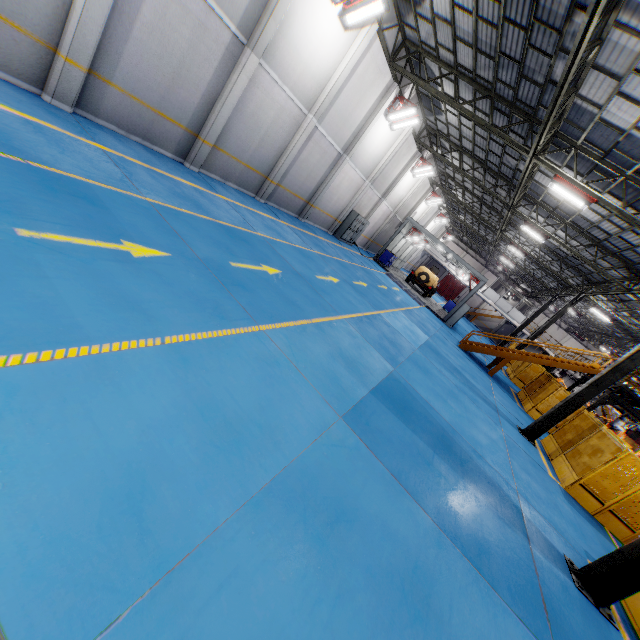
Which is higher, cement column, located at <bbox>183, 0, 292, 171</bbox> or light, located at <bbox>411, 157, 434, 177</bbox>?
light, located at <bbox>411, 157, 434, 177</bbox>

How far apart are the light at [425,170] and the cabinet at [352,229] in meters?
4.8

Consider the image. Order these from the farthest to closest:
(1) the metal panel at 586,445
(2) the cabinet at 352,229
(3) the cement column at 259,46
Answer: (2) the cabinet at 352,229 < (1) the metal panel at 586,445 < (3) the cement column at 259,46

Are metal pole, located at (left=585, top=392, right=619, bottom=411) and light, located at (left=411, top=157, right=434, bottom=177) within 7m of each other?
no

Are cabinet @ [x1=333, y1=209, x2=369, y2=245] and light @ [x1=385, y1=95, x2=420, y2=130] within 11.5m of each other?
yes

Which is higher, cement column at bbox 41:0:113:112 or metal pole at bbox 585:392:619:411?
metal pole at bbox 585:392:619:411

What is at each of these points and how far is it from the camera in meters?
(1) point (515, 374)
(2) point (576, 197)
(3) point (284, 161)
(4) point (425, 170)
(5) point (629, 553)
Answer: (1) metal panel, 25.2
(2) light, 11.7
(3) cement column, 13.9
(4) light, 24.0
(5) metal pole, 5.8

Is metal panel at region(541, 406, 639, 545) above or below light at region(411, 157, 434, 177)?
below
